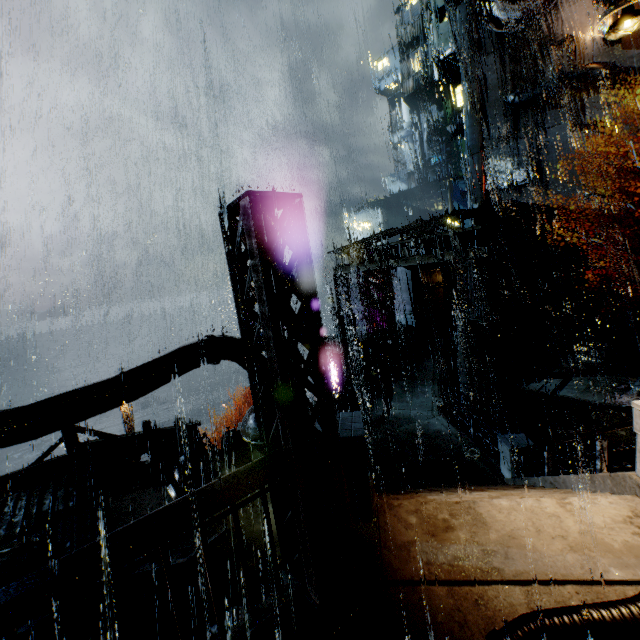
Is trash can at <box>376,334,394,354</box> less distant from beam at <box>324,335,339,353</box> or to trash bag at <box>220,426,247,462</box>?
beam at <box>324,335,339,353</box>

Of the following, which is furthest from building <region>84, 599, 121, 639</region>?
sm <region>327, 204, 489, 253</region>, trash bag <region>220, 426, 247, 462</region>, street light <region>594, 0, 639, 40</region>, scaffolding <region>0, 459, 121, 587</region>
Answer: street light <region>594, 0, 639, 40</region>

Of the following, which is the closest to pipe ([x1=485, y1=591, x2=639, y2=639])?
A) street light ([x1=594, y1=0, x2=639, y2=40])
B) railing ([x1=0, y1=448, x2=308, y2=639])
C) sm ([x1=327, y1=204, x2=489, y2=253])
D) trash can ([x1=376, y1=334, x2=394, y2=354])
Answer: railing ([x1=0, y1=448, x2=308, y2=639])

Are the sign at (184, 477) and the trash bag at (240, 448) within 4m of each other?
yes

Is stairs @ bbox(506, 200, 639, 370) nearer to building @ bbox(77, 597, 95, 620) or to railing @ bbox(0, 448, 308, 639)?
building @ bbox(77, 597, 95, 620)

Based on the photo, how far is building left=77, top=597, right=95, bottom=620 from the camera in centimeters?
870cm

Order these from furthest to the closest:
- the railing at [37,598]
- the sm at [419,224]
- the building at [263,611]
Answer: the sm at [419,224] < the building at [263,611] < the railing at [37,598]

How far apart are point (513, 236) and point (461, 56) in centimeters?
2826cm
